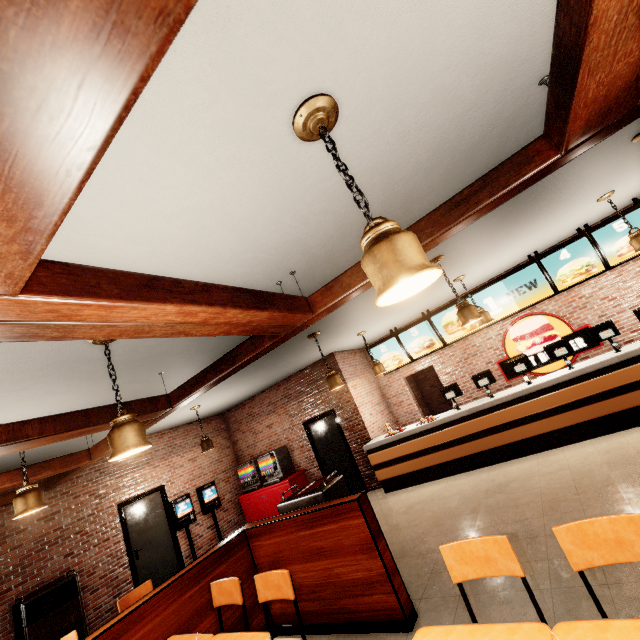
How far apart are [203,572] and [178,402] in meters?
1.9 m
